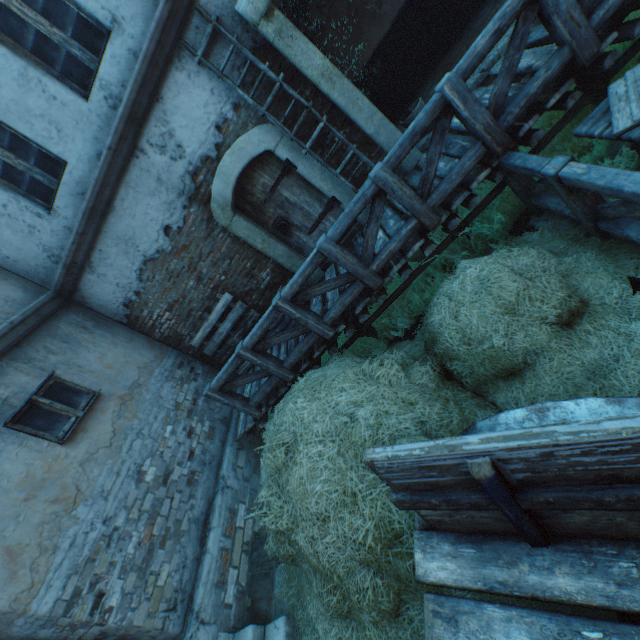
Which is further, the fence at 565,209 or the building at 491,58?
the building at 491,58

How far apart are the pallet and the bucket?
4.20m

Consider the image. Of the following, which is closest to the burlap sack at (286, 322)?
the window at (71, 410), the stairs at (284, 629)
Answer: the window at (71, 410)

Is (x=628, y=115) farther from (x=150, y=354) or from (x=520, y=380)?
(x=150, y=354)

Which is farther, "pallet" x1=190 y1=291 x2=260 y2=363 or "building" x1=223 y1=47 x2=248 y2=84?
"pallet" x1=190 y1=291 x2=260 y2=363

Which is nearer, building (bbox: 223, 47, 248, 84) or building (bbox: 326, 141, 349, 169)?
building (bbox: 223, 47, 248, 84)

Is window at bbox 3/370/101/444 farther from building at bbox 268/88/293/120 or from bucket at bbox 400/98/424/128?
bucket at bbox 400/98/424/128

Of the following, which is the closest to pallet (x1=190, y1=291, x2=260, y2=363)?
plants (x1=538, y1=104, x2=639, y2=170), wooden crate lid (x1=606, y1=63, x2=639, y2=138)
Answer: plants (x1=538, y1=104, x2=639, y2=170)
